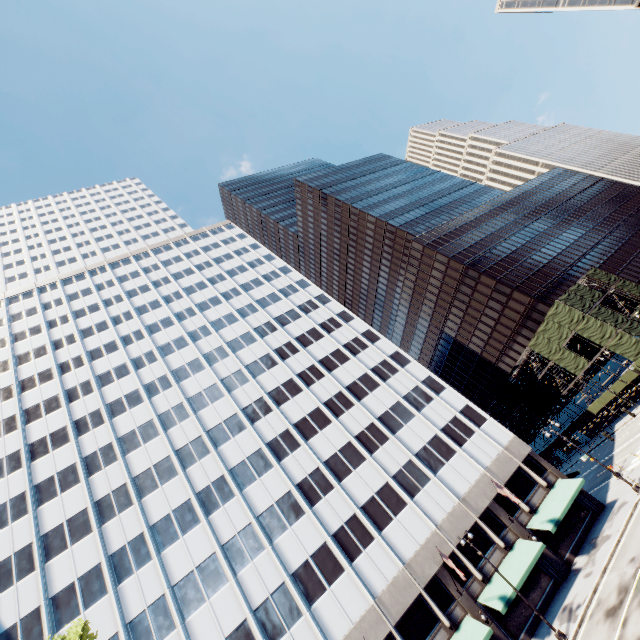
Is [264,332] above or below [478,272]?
above

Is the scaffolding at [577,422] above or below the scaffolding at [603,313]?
below

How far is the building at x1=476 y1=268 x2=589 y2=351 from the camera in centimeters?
5450cm

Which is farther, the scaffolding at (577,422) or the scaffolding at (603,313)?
the scaffolding at (577,422)

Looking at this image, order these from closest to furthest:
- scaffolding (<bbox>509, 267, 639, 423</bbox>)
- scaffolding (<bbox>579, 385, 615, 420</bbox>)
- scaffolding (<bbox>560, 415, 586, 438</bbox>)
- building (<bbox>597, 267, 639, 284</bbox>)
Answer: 1. scaffolding (<bbox>509, 267, 639, 423</bbox>)
2. scaffolding (<bbox>579, 385, 615, 420</bbox>)
3. scaffolding (<bbox>560, 415, 586, 438</bbox>)
4. building (<bbox>597, 267, 639, 284</bbox>)

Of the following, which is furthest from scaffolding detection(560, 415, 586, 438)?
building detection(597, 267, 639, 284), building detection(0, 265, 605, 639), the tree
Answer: the tree

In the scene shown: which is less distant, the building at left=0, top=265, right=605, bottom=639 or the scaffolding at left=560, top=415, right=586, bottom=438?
the building at left=0, top=265, right=605, bottom=639
